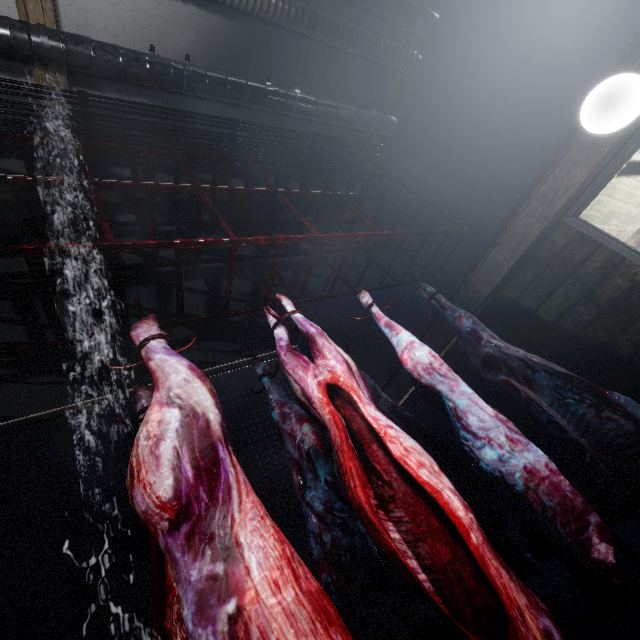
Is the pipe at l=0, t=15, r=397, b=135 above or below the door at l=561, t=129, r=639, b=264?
above

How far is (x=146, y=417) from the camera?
0.97m

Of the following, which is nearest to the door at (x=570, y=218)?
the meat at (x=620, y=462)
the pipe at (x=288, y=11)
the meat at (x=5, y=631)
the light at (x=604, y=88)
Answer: the light at (x=604, y=88)

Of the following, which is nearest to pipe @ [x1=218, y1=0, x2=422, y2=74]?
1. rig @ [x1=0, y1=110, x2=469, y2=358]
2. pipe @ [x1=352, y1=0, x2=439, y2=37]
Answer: pipe @ [x1=352, y1=0, x2=439, y2=37]

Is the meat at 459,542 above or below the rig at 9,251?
below

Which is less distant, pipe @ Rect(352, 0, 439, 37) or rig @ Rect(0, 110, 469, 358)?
rig @ Rect(0, 110, 469, 358)

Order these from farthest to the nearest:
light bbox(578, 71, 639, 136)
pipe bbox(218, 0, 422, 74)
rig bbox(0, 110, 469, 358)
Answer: pipe bbox(218, 0, 422, 74), light bbox(578, 71, 639, 136), rig bbox(0, 110, 469, 358)

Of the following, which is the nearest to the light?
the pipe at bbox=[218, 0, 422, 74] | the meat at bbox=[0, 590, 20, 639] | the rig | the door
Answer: the door
